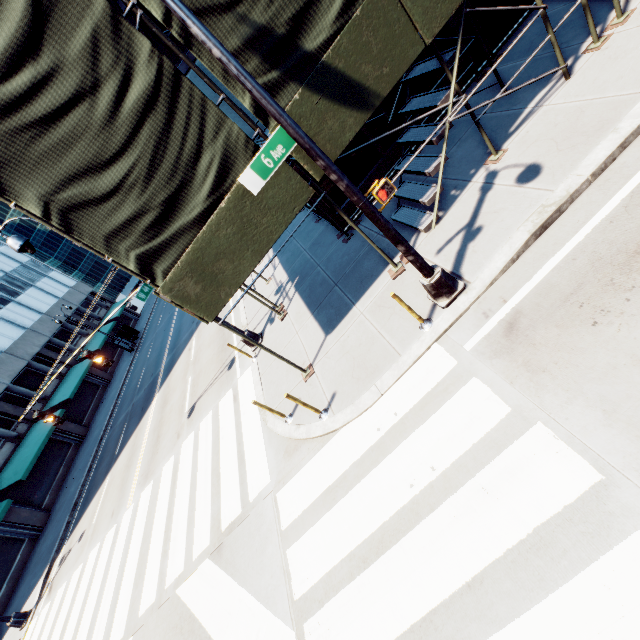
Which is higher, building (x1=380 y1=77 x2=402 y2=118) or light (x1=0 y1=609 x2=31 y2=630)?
building (x1=380 y1=77 x2=402 y2=118)

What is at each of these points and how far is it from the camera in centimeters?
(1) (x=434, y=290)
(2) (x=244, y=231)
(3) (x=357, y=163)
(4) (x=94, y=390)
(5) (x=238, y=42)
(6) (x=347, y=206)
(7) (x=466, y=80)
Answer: (1) light, 593cm
(2) scaffolding, 616cm
(3) building, 999cm
(4) building, 3325cm
(5) scaffolding, 491cm
(6) building, 1034cm
(7) building, 963cm

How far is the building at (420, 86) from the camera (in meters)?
9.41

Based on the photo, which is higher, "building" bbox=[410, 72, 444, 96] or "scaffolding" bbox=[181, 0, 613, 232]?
"scaffolding" bbox=[181, 0, 613, 232]

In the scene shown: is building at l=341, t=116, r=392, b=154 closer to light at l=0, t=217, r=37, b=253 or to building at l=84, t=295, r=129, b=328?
light at l=0, t=217, r=37, b=253

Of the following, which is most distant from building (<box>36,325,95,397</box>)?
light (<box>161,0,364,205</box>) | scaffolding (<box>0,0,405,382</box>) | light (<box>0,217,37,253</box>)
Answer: light (<box>161,0,364,205</box>)

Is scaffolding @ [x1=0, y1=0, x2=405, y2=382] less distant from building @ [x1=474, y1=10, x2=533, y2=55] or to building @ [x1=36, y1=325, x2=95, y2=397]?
building @ [x1=474, y1=10, x2=533, y2=55]

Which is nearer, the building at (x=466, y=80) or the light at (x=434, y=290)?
the light at (x=434, y=290)
